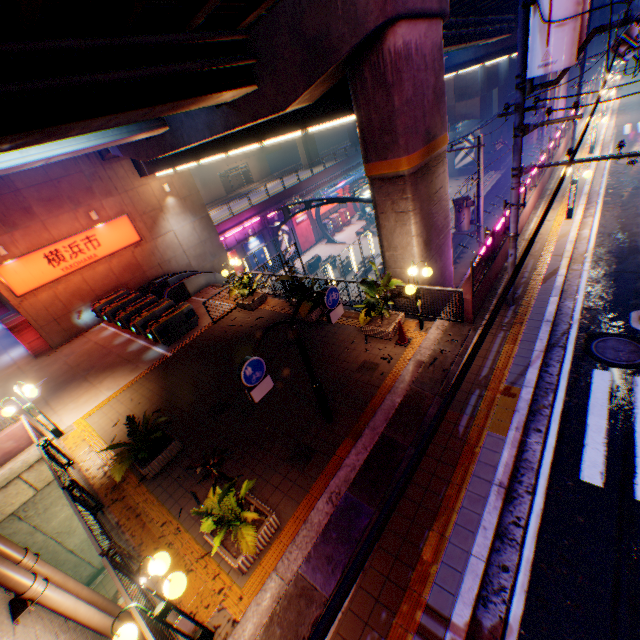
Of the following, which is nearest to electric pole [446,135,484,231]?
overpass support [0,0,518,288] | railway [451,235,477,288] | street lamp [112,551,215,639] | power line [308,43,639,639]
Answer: railway [451,235,477,288]

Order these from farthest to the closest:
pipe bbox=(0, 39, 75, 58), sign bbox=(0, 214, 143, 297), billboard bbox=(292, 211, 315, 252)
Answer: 1. billboard bbox=(292, 211, 315, 252)
2. sign bbox=(0, 214, 143, 297)
3. pipe bbox=(0, 39, 75, 58)

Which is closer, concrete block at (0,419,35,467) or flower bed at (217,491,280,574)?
flower bed at (217,491,280,574)

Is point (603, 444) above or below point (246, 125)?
below

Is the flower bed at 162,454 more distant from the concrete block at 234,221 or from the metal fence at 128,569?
the concrete block at 234,221

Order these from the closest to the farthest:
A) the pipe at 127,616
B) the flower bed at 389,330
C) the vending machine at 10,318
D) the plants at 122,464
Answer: the pipe at 127,616 < the plants at 122,464 < the flower bed at 389,330 < the vending machine at 10,318

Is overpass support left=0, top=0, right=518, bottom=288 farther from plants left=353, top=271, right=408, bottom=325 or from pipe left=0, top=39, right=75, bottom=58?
plants left=353, top=271, right=408, bottom=325

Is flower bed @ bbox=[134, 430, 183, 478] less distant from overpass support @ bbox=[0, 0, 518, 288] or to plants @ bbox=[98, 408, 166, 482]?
plants @ bbox=[98, 408, 166, 482]
